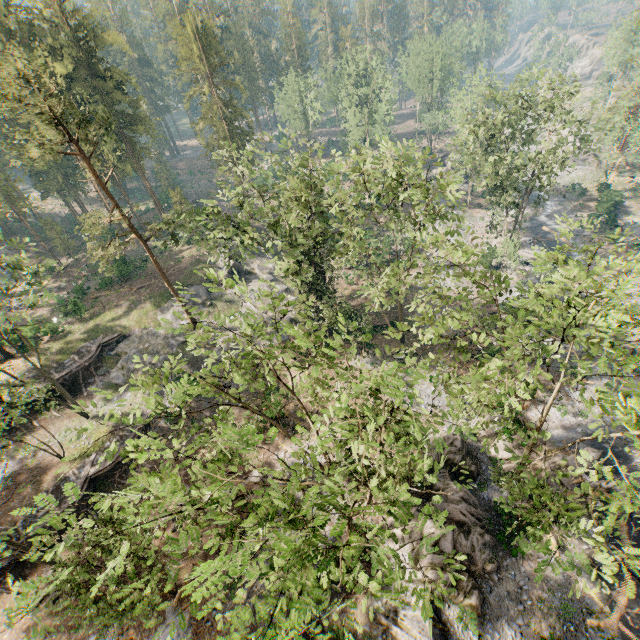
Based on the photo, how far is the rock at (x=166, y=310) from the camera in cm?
3631

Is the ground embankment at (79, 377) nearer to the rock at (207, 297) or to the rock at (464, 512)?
the rock at (207, 297)

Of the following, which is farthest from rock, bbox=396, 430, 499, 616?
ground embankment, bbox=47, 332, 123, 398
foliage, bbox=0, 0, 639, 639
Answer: ground embankment, bbox=47, 332, 123, 398

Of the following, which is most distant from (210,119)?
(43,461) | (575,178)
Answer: (575,178)

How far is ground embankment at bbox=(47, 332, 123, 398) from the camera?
31.75m

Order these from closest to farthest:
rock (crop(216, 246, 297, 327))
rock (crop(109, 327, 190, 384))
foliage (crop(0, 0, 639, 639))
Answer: foliage (crop(0, 0, 639, 639)) → rock (crop(109, 327, 190, 384)) → rock (crop(216, 246, 297, 327))

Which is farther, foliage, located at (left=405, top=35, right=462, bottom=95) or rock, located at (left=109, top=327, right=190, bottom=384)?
foliage, located at (left=405, top=35, right=462, bottom=95)

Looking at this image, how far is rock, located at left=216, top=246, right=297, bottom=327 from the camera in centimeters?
3825cm
